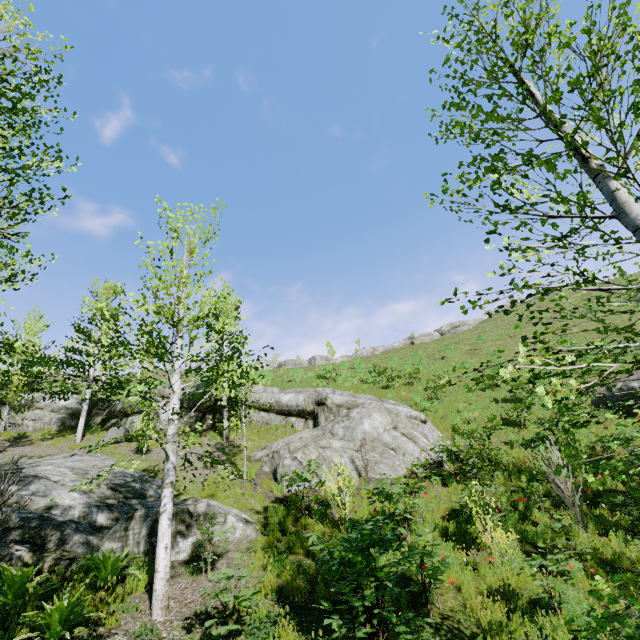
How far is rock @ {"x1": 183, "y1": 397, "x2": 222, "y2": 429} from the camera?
18.83m

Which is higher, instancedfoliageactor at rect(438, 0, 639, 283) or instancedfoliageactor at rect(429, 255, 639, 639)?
instancedfoliageactor at rect(438, 0, 639, 283)

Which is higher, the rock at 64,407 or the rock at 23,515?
the rock at 64,407

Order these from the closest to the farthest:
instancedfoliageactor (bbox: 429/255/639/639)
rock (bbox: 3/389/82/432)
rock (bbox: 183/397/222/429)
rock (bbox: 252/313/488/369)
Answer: instancedfoliageactor (bbox: 429/255/639/639) < rock (bbox: 183/397/222/429) < rock (bbox: 3/389/82/432) < rock (bbox: 252/313/488/369)

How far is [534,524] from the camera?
9.1 meters

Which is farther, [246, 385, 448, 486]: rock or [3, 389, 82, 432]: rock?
[3, 389, 82, 432]: rock

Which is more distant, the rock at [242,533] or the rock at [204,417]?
the rock at [204,417]
